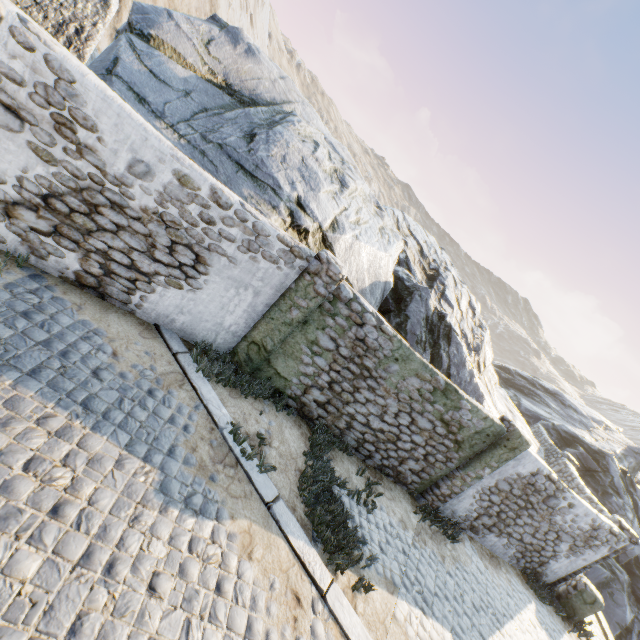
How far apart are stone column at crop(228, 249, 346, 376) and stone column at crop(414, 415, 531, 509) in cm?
545

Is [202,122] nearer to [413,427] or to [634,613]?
[413,427]

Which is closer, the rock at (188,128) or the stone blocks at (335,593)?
the stone blocks at (335,593)

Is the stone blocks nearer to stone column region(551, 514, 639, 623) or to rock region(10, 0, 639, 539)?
rock region(10, 0, 639, 539)

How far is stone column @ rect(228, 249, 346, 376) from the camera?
6.2 meters

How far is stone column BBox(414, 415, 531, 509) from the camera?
7.8m

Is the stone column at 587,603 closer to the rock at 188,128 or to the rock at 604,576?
the rock at 188,128

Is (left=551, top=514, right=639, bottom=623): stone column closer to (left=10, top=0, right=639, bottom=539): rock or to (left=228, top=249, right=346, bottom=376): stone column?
(left=10, top=0, right=639, bottom=539): rock
